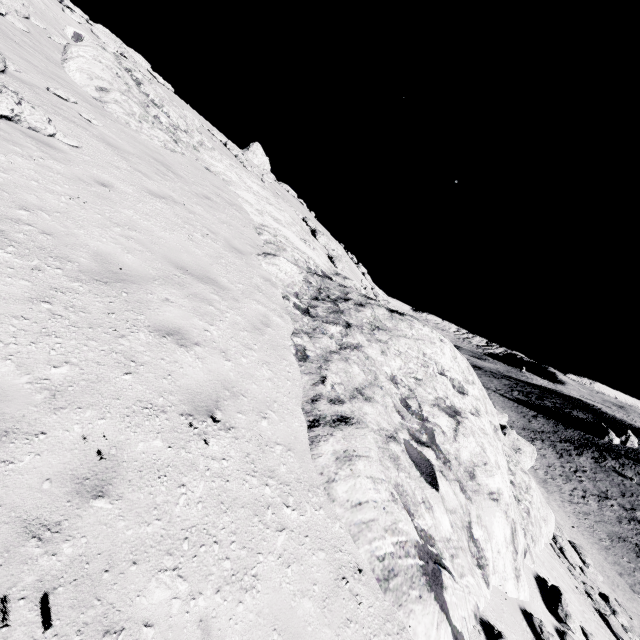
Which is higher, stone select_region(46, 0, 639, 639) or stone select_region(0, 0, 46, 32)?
stone select_region(0, 0, 46, 32)

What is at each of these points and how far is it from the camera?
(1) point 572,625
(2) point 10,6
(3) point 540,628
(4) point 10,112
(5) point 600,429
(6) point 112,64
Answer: (1) stone, 7.0m
(2) stone, 11.6m
(3) stone, 5.9m
(4) stone, 5.8m
(5) stone, 54.9m
(6) stone, 12.8m

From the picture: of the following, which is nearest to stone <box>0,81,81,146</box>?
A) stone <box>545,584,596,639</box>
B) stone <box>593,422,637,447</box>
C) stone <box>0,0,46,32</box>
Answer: stone <box>0,0,46,32</box>

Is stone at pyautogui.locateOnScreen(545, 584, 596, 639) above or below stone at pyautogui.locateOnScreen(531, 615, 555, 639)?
below

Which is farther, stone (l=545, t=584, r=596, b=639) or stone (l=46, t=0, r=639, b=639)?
stone (l=545, t=584, r=596, b=639)

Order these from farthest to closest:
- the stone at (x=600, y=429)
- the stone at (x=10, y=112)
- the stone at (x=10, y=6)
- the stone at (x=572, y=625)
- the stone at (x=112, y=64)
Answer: the stone at (x=600, y=429) < the stone at (x=10, y=6) < the stone at (x=572, y=625) < the stone at (x=10, y=112) < the stone at (x=112, y=64)

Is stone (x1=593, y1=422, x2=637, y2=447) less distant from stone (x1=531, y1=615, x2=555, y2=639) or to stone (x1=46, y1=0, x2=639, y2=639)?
stone (x1=46, y1=0, x2=639, y2=639)

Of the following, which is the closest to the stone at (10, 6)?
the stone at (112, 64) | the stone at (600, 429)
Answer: the stone at (112, 64)
